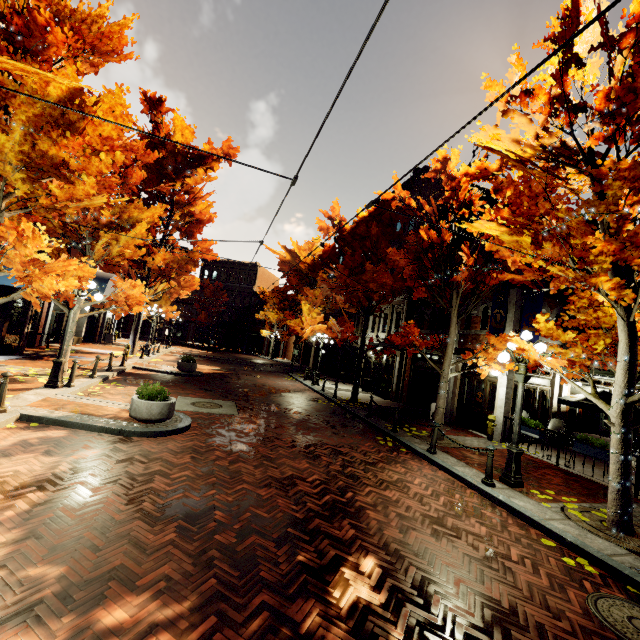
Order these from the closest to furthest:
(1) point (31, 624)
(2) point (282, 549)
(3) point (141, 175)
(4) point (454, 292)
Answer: (1) point (31, 624), (2) point (282, 549), (4) point (454, 292), (3) point (141, 175)

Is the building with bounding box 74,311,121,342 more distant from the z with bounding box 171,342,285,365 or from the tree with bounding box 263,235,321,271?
the z with bounding box 171,342,285,365

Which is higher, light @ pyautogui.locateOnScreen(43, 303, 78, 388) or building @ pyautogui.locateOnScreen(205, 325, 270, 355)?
building @ pyautogui.locateOnScreen(205, 325, 270, 355)

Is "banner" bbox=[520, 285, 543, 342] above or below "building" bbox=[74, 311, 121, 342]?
above

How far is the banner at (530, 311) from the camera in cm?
1172

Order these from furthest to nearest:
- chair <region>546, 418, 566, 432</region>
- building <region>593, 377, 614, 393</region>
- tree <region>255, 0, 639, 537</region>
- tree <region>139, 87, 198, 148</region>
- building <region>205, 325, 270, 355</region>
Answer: building <region>205, 325, 270, 355</region> < tree <region>139, 87, 198, 148</region> < building <region>593, 377, 614, 393</region> < chair <region>546, 418, 566, 432</region> < tree <region>255, 0, 639, 537</region>

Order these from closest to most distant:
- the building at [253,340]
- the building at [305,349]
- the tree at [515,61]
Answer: the tree at [515,61]
the building at [305,349]
the building at [253,340]

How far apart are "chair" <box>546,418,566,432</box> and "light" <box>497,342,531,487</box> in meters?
6.1 m
